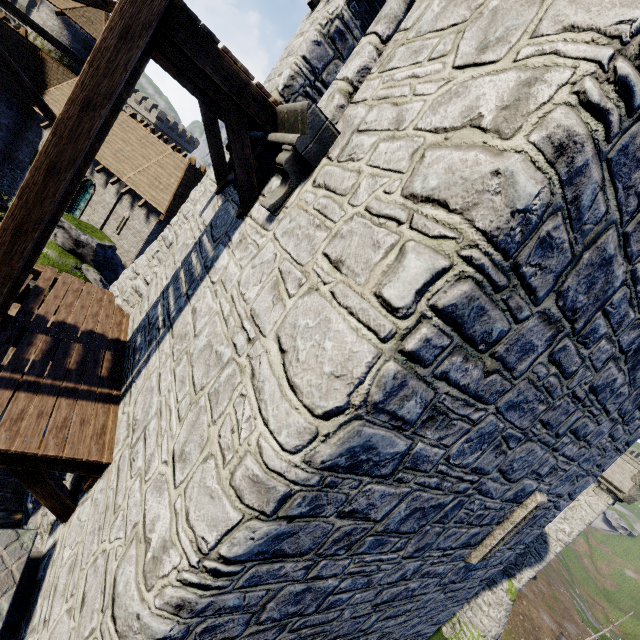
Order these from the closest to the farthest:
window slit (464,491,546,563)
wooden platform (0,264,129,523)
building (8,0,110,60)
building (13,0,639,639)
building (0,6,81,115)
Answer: building (13,0,639,639)
wooden platform (0,264,129,523)
window slit (464,491,546,563)
building (0,6,81,115)
building (8,0,110,60)

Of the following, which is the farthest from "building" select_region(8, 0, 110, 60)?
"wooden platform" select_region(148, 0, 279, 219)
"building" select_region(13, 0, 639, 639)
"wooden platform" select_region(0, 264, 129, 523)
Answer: "wooden platform" select_region(148, 0, 279, 219)

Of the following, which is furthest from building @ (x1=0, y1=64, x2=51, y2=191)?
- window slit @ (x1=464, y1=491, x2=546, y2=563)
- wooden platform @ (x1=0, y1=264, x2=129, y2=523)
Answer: window slit @ (x1=464, y1=491, x2=546, y2=563)

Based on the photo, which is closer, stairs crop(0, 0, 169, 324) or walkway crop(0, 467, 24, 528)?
stairs crop(0, 0, 169, 324)

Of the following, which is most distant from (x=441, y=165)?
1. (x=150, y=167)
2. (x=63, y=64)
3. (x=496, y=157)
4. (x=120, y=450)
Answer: (x=63, y=64)

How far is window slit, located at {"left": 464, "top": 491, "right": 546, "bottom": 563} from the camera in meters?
6.2 m

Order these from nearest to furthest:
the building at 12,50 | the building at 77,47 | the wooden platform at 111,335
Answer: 1. the wooden platform at 111,335
2. the building at 12,50
3. the building at 77,47

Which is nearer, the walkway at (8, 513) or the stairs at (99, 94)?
the stairs at (99, 94)
